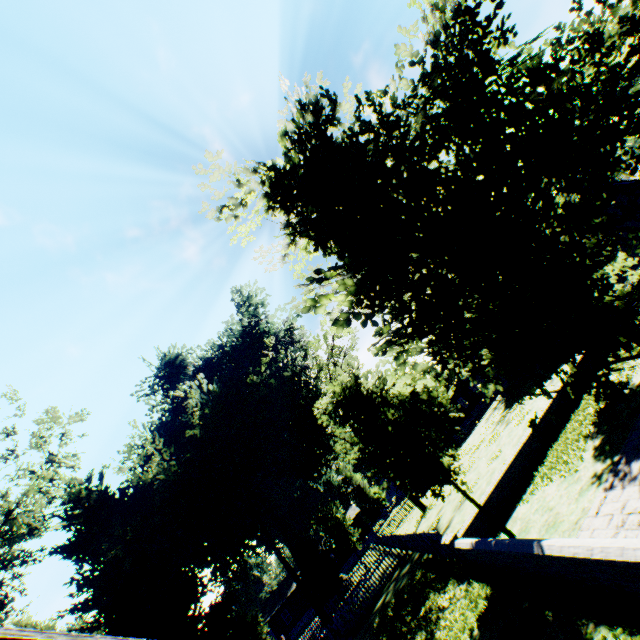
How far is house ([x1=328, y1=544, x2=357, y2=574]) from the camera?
51.25m

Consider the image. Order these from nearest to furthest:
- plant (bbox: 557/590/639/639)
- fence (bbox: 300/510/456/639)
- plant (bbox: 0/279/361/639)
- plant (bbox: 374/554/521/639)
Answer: plant (bbox: 557/590/639/639), plant (bbox: 374/554/521/639), fence (bbox: 300/510/456/639), plant (bbox: 0/279/361/639)

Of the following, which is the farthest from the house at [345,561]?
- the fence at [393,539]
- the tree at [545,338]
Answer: the tree at [545,338]

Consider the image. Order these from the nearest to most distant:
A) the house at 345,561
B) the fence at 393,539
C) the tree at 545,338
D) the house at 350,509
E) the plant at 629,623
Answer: the tree at 545,338, the plant at 629,623, the fence at 393,539, the house at 345,561, the house at 350,509

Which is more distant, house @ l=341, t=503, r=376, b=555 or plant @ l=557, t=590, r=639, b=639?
house @ l=341, t=503, r=376, b=555

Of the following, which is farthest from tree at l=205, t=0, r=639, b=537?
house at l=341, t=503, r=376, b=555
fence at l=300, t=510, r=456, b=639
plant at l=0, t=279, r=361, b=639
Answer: house at l=341, t=503, r=376, b=555

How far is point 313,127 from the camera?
4.8 meters
